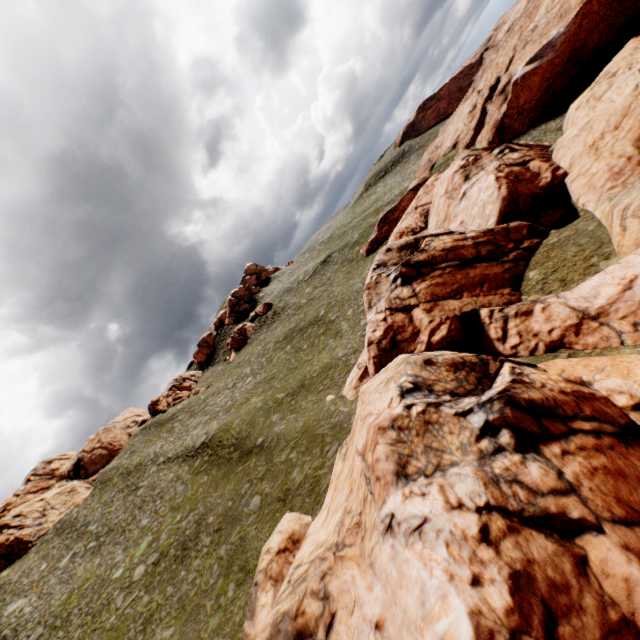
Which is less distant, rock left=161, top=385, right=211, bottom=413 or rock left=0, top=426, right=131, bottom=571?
rock left=0, top=426, right=131, bottom=571

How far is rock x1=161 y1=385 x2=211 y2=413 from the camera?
57.7 meters

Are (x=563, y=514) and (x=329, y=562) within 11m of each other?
yes

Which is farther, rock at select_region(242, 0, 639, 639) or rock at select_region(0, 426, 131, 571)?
rock at select_region(0, 426, 131, 571)

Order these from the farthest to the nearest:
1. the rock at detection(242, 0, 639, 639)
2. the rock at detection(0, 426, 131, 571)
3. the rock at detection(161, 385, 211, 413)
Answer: the rock at detection(161, 385, 211, 413) < the rock at detection(0, 426, 131, 571) < the rock at detection(242, 0, 639, 639)

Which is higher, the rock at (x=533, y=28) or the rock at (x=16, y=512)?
the rock at (x=16, y=512)

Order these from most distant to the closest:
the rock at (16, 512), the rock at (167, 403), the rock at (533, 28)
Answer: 1. the rock at (167, 403)
2. the rock at (16, 512)
3. the rock at (533, 28)
